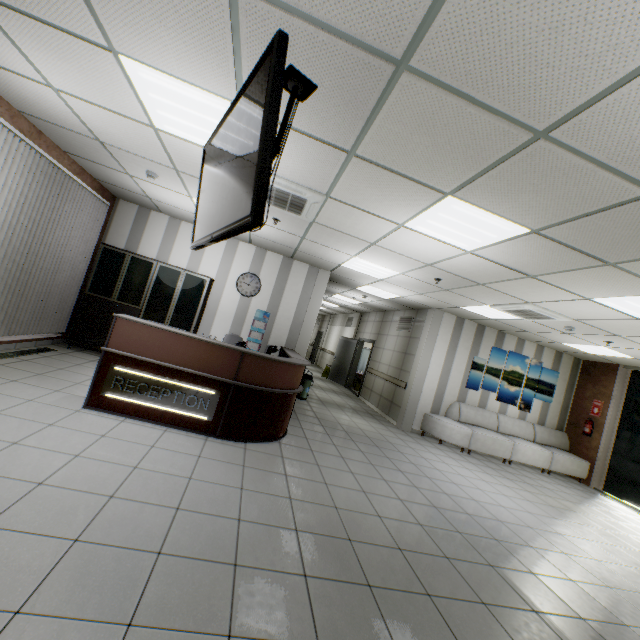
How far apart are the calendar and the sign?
3.4m

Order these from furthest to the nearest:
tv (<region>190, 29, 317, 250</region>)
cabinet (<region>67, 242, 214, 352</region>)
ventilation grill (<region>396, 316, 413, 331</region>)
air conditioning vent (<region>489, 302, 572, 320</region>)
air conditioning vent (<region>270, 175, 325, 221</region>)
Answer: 1. ventilation grill (<region>396, 316, 413, 331</region>)
2. cabinet (<region>67, 242, 214, 352</region>)
3. air conditioning vent (<region>489, 302, 572, 320</region>)
4. air conditioning vent (<region>270, 175, 325, 221</region>)
5. tv (<region>190, 29, 317, 250</region>)

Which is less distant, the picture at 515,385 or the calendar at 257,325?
the calendar at 257,325

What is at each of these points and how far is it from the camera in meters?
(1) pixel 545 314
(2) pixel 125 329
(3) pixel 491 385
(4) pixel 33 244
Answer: (1) air conditioning vent, 5.8
(2) desk, 4.0
(3) picture, 8.8
(4) blinds, 4.9

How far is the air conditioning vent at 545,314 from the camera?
5.64m

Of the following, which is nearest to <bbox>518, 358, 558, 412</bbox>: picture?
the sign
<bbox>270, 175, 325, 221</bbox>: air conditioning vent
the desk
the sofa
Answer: the sofa

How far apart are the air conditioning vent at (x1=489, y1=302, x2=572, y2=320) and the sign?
5.24m

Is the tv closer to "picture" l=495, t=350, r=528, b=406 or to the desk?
the desk
